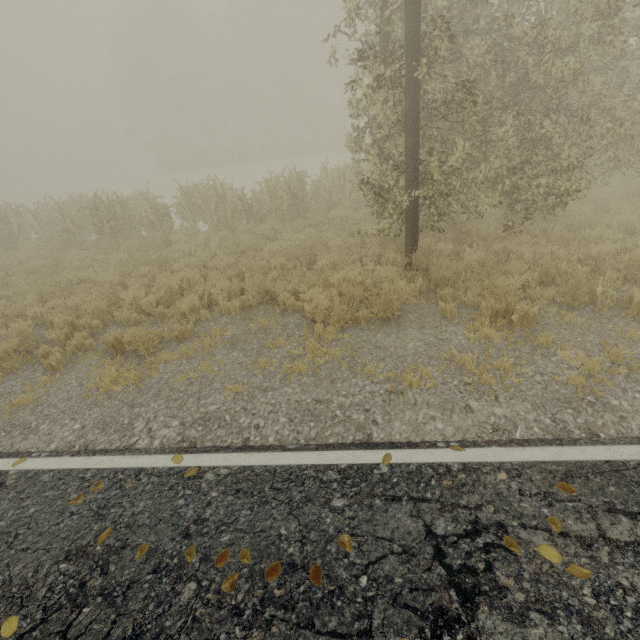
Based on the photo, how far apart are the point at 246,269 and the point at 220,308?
1.4m

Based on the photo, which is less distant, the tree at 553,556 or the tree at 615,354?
the tree at 553,556

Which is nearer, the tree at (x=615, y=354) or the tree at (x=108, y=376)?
the tree at (x=615, y=354)

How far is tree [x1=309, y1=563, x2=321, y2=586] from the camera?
2.5 meters

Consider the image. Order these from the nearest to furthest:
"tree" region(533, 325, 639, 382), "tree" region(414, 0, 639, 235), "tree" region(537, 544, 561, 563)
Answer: "tree" region(537, 544, 561, 563) < "tree" region(533, 325, 639, 382) < "tree" region(414, 0, 639, 235)

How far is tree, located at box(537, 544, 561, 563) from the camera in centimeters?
241cm

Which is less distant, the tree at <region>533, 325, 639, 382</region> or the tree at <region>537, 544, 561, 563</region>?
the tree at <region>537, 544, 561, 563</region>

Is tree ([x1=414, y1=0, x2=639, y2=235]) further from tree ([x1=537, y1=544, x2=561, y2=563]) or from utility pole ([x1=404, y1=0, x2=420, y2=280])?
tree ([x1=537, y1=544, x2=561, y2=563])
